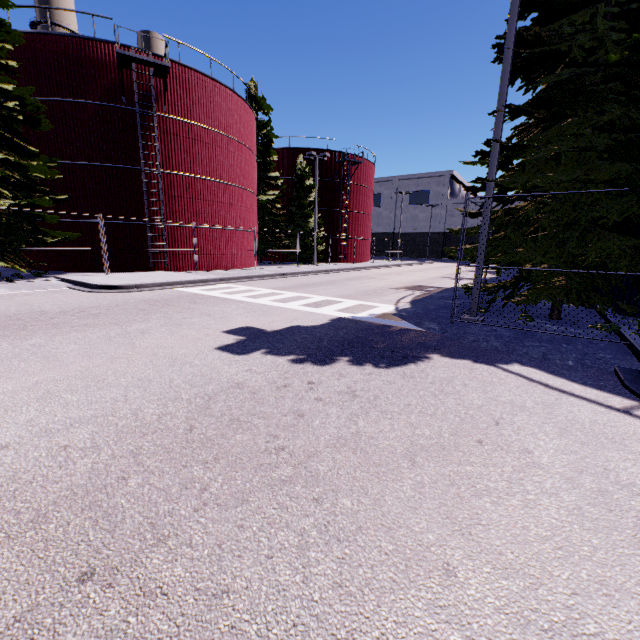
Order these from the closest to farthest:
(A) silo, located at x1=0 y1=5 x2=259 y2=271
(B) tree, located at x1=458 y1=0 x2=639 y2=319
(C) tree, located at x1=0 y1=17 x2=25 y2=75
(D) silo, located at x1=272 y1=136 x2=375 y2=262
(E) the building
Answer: (B) tree, located at x1=458 y1=0 x2=639 y2=319, (C) tree, located at x1=0 y1=17 x2=25 y2=75, (A) silo, located at x1=0 y1=5 x2=259 y2=271, (D) silo, located at x1=272 y1=136 x2=375 y2=262, (E) the building

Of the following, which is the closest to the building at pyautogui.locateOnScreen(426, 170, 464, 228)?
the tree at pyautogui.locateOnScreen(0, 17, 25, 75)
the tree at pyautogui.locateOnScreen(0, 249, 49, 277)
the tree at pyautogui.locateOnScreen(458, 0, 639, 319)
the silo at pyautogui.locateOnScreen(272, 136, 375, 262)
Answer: the silo at pyautogui.locateOnScreen(272, 136, 375, 262)

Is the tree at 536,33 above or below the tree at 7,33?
below

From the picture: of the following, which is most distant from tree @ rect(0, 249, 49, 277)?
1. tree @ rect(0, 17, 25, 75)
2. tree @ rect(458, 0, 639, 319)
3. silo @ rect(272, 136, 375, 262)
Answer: silo @ rect(272, 136, 375, 262)

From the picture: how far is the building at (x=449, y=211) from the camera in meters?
58.1

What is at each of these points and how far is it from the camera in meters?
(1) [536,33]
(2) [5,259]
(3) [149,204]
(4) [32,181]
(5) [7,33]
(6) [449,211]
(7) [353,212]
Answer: (1) tree, 7.5 m
(2) tree, 14.5 m
(3) silo, 19.4 m
(4) tree, 15.7 m
(5) tree, 14.4 m
(6) building, 59.7 m
(7) silo, 38.3 m

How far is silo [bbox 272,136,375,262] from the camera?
35.03m

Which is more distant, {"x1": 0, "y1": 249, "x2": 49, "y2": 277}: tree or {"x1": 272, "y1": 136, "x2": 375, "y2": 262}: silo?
{"x1": 272, "y1": 136, "x2": 375, "y2": 262}: silo
